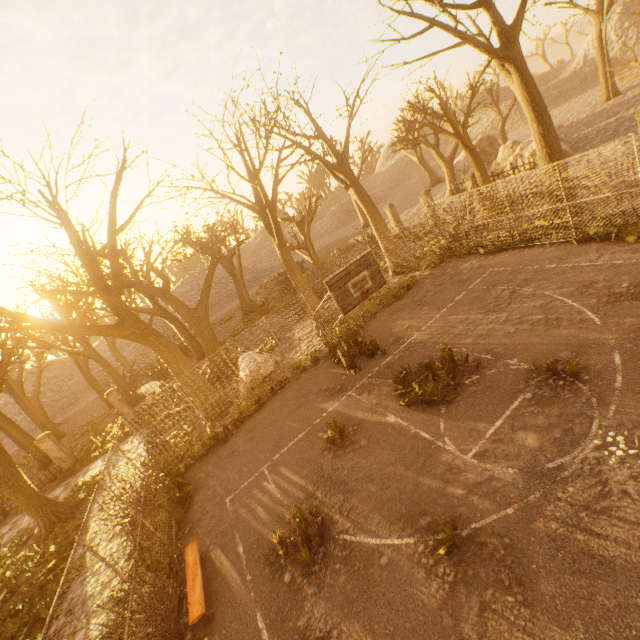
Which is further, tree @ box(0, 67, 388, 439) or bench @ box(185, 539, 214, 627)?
tree @ box(0, 67, 388, 439)

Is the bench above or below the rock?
below

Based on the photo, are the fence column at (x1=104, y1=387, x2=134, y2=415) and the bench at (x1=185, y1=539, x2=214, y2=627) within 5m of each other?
no

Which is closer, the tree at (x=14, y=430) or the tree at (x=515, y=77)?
the tree at (x=515, y=77)

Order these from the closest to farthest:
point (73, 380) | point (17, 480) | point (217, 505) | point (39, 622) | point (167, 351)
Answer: point (39, 622) < point (217, 505) < point (17, 480) < point (167, 351) < point (73, 380)

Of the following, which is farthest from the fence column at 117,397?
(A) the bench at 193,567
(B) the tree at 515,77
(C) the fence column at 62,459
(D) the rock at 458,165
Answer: (D) the rock at 458,165

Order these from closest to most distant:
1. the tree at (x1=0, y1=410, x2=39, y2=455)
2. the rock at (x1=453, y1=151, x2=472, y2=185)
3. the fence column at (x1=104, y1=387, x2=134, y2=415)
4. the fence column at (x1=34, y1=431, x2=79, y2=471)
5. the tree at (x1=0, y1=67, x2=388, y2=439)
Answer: the tree at (x1=0, y1=67, x2=388, y2=439)
the fence column at (x1=34, y1=431, x2=79, y2=471)
the fence column at (x1=104, y1=387, x2=134, y2=415)
the tree at (x1=0, y1=410, x2=39, y2=455)
the rock at (x1=453, y1=151, x2=472, y2=185)

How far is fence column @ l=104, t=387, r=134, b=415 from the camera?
19.02m
